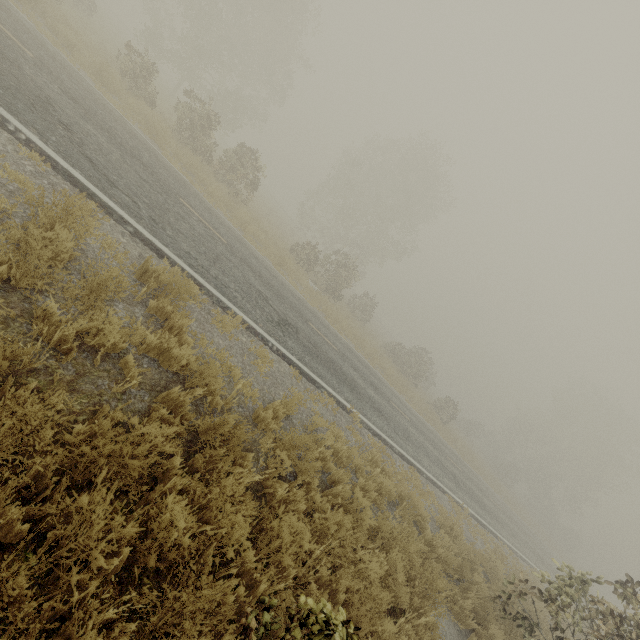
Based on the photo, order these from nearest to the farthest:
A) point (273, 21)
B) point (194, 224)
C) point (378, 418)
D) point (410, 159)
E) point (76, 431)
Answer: point (76, 431)
point (194, 224)
point (378, 418)
point (273, 21)
point (410, 159)

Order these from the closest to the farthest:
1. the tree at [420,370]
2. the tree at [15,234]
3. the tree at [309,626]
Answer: the tree at [309,626] → the tree at [15,234] → the tree at [420,370]

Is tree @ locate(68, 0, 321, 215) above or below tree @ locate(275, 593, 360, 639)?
above

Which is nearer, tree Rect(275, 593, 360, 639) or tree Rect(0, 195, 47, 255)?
tree Rect(275, 593, 360, 639)

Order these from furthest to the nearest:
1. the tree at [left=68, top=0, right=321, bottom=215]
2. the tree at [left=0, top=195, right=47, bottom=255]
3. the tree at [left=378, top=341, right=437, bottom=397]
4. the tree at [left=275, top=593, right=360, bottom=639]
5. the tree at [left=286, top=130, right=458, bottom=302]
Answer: the tree at [left=378, top=341, right=437, bottom=397] < the tree at [left=286, top=130, right=458, bottom=302] < the tree at [left=68, top=0, right=321, bottom=215] < the tree at [left=0, top=195, right=47, bottom=255] < the tree at [left=275, top=593, right=360, bottom=639]

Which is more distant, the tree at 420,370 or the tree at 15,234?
the tree at 420,370

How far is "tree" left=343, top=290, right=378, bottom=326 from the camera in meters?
29.2
